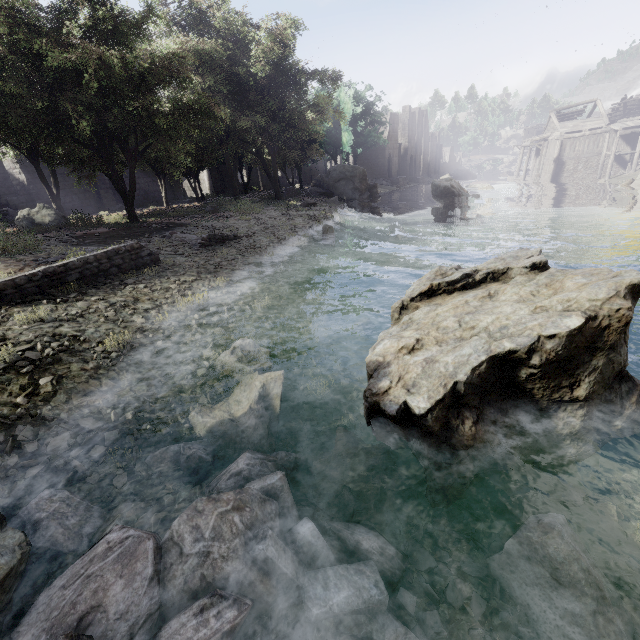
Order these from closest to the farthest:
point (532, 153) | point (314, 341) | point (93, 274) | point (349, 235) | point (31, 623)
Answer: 1. point (31, 623)
2. point (314, 341)
3. point (93, 274)
4. point (349, 235)
5. point (532, 153)

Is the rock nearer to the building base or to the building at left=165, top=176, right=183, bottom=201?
the building at left=165, top=176, right=183, bottom=201

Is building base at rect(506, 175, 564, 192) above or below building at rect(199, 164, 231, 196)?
below

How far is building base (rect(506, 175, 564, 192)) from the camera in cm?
4062

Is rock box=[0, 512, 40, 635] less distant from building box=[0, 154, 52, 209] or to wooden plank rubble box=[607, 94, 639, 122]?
building box=[0, 154, 52, 209]

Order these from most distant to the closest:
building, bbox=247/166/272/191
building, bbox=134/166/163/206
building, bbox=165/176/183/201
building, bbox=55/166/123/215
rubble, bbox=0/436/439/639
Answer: building, bbox=247/166/272/191, building, bbox=165/176/183/201, building, bbox=134/166/163/206, building, bbox=55/166/123/215, rubble, bbox=0/436/439/639

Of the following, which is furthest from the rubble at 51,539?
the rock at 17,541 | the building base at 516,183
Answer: the building base at 516,183

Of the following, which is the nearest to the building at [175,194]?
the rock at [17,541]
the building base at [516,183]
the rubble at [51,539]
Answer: the building base at [516,183]
